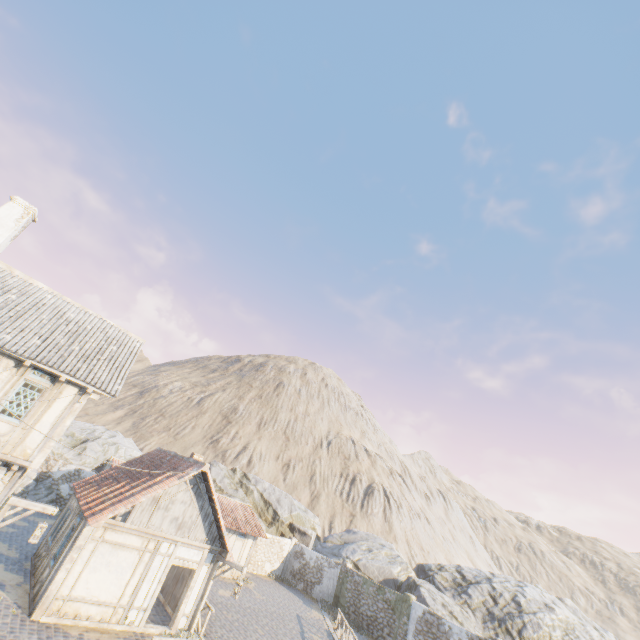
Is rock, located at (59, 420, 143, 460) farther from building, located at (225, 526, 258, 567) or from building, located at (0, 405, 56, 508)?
building, located at (0, 405, 56, 508)

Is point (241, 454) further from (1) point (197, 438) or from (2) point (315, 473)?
(2) point (315, 473)

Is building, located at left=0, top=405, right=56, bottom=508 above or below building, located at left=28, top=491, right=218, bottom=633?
above

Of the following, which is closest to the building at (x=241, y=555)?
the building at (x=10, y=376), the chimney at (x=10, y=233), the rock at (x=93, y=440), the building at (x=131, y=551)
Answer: the rock at (x=93, y=440)

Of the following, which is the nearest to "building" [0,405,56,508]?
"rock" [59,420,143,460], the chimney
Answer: the chimney

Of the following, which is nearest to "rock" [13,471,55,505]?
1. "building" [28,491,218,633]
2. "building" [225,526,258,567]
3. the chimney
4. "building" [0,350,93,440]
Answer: "building" [225,526,258,567]

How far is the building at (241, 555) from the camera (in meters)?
23.77
